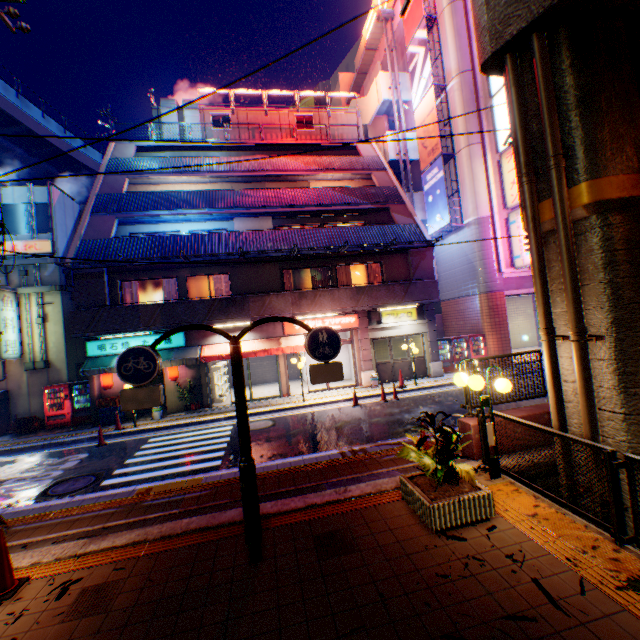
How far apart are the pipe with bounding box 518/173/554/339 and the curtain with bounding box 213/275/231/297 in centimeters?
1399cm

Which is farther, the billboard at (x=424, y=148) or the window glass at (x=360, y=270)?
the billboard at (x=424, y=148)

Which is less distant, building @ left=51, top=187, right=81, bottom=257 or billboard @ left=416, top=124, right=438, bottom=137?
building @ left=51, top=187, right=81, bottom=257

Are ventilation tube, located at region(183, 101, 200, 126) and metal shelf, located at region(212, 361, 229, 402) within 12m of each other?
no

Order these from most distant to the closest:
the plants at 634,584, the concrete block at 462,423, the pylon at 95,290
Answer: the pylon at 95,290
the concrete block at 462,423
the plants at 634,584

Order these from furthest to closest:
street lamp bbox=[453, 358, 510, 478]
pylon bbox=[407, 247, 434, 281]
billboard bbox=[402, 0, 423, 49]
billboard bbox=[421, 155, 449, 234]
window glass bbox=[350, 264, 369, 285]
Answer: billboard bbox=[402, 0, 423, 49], billboard bbox=[421, 155, 449, 234], window glass bbox=[350, 264, 369, 285], pylon bbox=[407, 247, 434, 281], street lamp bbox=[453, 358, 510, 478]

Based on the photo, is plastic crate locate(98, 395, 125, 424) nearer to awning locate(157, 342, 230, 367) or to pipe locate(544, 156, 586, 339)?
awning locate(157, 342, 230, 367)

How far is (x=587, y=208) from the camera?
4.8m
